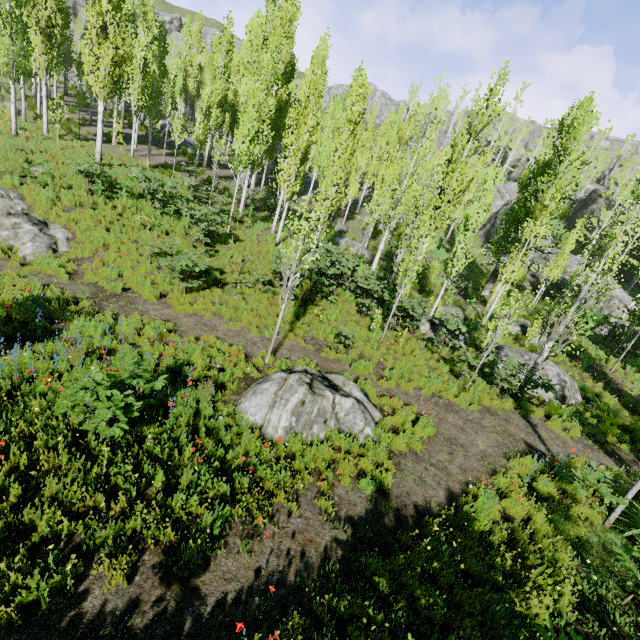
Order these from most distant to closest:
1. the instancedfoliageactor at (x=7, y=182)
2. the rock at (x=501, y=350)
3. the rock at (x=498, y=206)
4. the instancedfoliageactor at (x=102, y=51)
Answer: the rock at (x=498, y=206) → the rock at (x=501, y=350) → the instancedfoliageactor at (x=7, y=182) → the instancedfoliageactor at (x=102, y=51)

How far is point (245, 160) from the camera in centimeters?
1708cm

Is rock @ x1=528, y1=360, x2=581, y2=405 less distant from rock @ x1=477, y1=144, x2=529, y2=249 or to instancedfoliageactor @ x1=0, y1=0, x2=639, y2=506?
instancedfoliageactor @ x1=0, y1=0, x2=639, y2=506

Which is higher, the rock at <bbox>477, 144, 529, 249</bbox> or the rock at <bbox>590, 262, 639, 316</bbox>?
the rock at <bbox>477, 144, 529, 249</bbox>

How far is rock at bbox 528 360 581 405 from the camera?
13.2m

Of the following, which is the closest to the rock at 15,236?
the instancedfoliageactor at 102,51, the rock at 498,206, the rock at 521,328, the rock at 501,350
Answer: the instancedfoliageactor at 102,51

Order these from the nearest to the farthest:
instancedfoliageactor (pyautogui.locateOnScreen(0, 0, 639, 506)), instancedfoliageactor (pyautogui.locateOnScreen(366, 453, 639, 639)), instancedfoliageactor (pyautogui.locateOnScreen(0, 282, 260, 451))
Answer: instancedfoliageactor (pyautogui.locateOnScreen(366, 453, 639, 639)), instancedfoliageactor (pyautogui.locateOnScreen(0, 282, 260, 451)), instancedfoliageactor (pyautogui.locateOnScreen(0, 0, 639, 506))

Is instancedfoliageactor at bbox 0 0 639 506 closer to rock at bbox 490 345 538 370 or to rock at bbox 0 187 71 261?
rock at bbox 490 345 538 370
